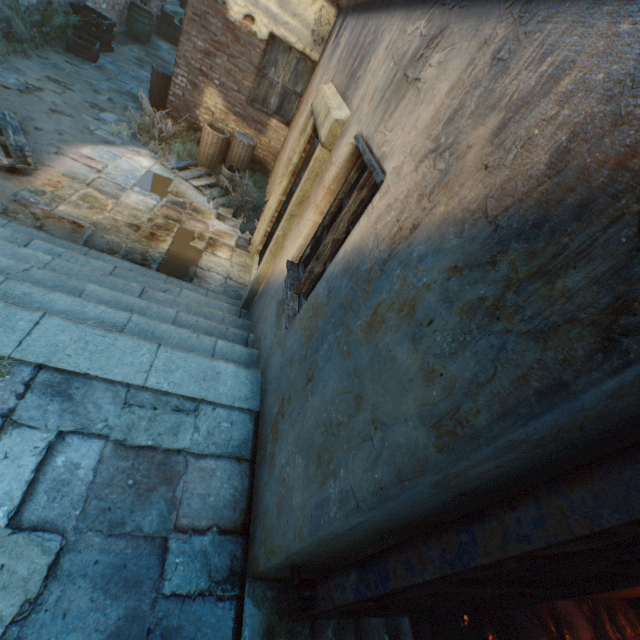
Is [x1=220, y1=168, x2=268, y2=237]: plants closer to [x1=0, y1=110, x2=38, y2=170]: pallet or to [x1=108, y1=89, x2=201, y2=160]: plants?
[x1=108, y1=89, x2=201, y2=160]: plants

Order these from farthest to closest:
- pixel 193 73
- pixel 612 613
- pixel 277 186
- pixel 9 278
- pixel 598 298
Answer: pixel 193 73 → pixel 277 186 → pixel 612 613 → pixel 9 278 → pixel 598 298

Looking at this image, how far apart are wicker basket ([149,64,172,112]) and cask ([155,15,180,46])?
9.2m

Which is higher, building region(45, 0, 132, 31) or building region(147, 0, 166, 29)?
building region(147, 0, 166, 29)

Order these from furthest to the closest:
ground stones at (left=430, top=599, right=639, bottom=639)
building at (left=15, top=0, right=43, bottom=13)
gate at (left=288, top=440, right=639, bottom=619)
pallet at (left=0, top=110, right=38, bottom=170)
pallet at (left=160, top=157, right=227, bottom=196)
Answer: building at (left=15, top=0, right=43, bottom=13), pallet at (left=160, top=157, right=227, bottom=196), pallet at (left=0, top=110, right=38, bottom=170), ground stones at (left=430, top=599, right=639, bottom=639), gate at (left=288, top=440, right=639, bottom=619)

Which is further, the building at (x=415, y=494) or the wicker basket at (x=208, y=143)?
the wicker basket at (x=208, y=143)

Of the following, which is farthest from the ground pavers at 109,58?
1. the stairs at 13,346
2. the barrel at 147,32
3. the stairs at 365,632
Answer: the stairs at 365,632

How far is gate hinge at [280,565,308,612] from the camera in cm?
146
